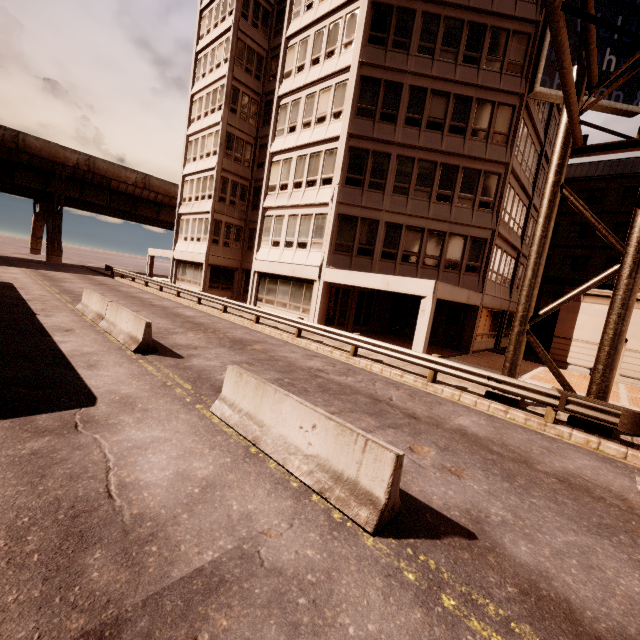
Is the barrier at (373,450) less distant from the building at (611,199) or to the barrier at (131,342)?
the barrier at (131,342)

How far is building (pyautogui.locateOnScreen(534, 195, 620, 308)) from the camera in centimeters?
3316cm

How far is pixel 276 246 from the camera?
22.1 meters

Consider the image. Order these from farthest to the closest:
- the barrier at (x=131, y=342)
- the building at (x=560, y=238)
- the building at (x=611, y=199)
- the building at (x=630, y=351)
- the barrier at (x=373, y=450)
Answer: the building at (x=560, y=238) → the building at (x=611, y=199) → the building at (x=630, y=351) → the barrier at (x=131, y=342) → the barrier at (x=373, y=450)

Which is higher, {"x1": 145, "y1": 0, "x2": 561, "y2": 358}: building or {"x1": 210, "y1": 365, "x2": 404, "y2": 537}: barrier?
{"x1": 145, "y1": 0, "x2": 561, "y2": 358}: building

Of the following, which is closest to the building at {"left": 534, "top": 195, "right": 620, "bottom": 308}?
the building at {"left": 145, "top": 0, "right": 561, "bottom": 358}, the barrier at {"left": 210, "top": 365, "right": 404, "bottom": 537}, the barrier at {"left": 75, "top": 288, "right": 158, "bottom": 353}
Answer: A: the building at {"left": 145, "top": 0, "right": 561, "bottom": 358}

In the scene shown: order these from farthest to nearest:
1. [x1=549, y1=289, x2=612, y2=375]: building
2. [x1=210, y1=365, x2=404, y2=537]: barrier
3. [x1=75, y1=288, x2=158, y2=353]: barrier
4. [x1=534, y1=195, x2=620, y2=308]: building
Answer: [x1=534, y1=195, x2=620, y2=308]: building < [x1=549, y1=289, x2=612, y2=375]: building < [x1=75, y1=288, x2=158, y2=353]: barrier < [x1=210, y1=365, x2=404, y2=537]: barrier

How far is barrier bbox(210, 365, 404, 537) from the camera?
4.1 meters
